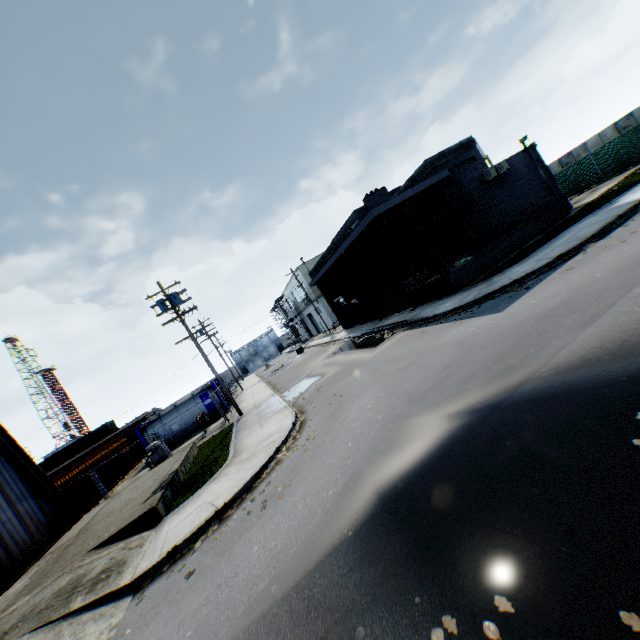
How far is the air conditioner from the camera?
18.8m

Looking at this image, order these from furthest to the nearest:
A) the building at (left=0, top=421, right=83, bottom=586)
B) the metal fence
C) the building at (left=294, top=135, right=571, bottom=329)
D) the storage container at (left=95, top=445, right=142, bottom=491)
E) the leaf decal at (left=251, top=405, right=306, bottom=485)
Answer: the storage container at (left=95, top=445, right=142, bottom=491) → the metal fence → the building at (left=294, top=135, right=571, bottom=329) → the building at (left=0, top=421, right=83, bottom=586) → the leaf decal at (left=251, top=405, right=306, bottom=485)

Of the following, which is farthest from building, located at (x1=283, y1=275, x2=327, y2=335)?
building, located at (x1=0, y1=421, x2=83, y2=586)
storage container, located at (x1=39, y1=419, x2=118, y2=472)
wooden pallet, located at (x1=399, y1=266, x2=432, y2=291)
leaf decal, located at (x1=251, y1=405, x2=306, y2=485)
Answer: storage container, located at (x1=39, y1=419, x2=118, y2=472)

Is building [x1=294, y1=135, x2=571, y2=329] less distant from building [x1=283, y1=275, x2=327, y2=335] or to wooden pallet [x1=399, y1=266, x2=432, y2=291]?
wooden pallet [x1=399, y1=266, x2=432, y2=291]

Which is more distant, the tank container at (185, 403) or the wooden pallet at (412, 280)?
the tank container at (185, 403)

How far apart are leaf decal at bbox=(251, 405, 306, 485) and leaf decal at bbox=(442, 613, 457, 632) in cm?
641

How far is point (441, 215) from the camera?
26.3m

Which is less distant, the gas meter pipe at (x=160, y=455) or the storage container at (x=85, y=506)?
the storage container at (x=85, y=506)
